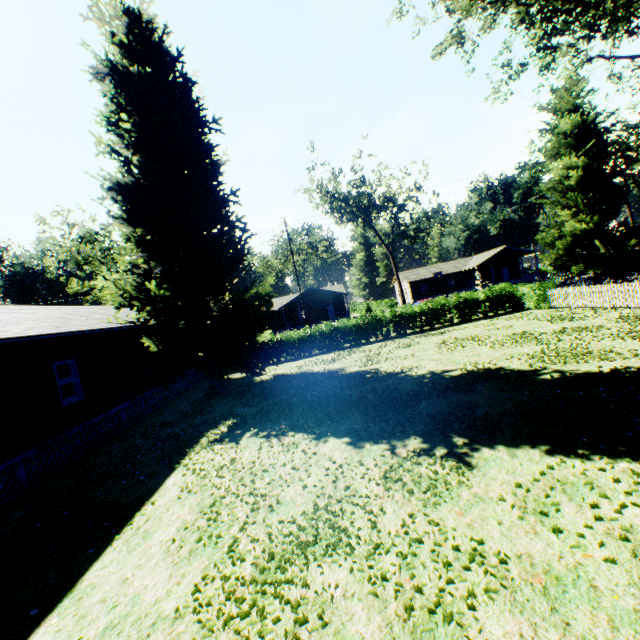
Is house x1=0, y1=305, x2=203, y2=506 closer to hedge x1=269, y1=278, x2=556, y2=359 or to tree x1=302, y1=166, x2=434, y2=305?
hedge x1=269, y1=278, x2=556, y2=359

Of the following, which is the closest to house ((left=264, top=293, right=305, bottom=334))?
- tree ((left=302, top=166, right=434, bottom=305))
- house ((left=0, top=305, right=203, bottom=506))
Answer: tree ((left=302, top=166, right=434, bottom=305))

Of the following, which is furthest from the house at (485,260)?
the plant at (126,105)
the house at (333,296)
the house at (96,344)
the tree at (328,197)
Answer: the house at (96,344)

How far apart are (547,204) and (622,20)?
15.58m

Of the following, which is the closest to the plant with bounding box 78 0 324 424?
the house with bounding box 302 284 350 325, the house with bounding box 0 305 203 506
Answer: the house with bounding box 0 305 203 506

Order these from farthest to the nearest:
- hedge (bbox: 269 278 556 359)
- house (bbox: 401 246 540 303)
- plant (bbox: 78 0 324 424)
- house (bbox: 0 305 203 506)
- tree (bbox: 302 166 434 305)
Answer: house (bbox: 401 246 540 303), tree (bbox: 302 166 434 305), hedge (bbox: 269 278 556 359), plant (bbox: 78 0 324 424), house (bbox: 0 305 203 506)

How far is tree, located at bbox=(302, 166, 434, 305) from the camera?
38.72m

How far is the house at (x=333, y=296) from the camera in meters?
49.5 m
